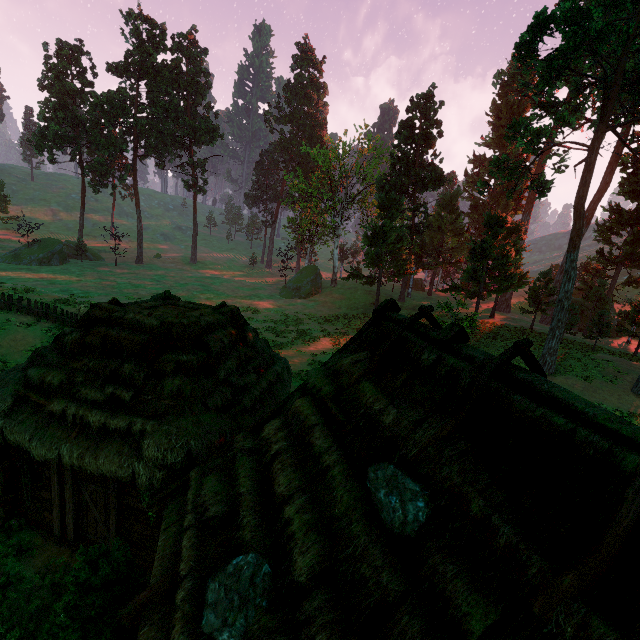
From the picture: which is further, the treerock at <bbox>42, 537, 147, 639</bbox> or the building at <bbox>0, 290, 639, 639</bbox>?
the treerock at <bbox>42, 537, 147, 639</bbox>

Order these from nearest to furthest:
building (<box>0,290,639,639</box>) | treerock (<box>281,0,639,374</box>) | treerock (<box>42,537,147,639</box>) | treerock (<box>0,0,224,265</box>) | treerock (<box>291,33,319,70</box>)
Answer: building (<box>0,290,639,639</box>) < treerock (<box>42,537,147,639</box>) < treerock (<box>281,0,639,374</box>) < treerock (<box>0,0,224,265</box>) < treerock (<box>291,33,319,70</box>)

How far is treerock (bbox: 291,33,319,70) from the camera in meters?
57.5 m

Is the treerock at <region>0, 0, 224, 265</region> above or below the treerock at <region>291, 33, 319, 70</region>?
below

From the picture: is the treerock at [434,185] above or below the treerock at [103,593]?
above

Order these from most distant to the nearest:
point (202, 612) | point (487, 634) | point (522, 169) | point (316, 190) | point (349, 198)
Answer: point (349, 198)
point (316, 190)
point (522, 169)
point (202, 612)
point (487, 634)

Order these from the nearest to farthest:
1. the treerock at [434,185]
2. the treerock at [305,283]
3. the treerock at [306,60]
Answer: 1. the treerock at [434,185]
2. the treerock at [305,283]
3. the treerock at [306,60]
